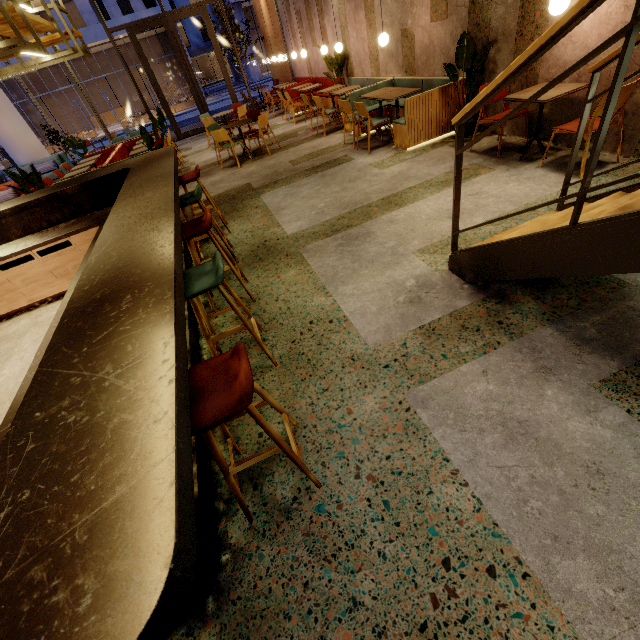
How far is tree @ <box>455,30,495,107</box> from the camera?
4.71m

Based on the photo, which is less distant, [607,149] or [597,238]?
[597,238]

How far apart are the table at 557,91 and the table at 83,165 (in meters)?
9.87

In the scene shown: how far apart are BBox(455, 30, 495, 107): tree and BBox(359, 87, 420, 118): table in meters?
0.6 m

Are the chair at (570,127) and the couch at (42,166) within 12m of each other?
no

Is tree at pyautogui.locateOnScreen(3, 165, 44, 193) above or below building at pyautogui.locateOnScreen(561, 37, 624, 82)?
above

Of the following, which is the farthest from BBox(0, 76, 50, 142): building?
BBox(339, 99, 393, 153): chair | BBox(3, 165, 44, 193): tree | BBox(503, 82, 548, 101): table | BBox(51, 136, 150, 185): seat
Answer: BBox(503, 82, 548, 101): table

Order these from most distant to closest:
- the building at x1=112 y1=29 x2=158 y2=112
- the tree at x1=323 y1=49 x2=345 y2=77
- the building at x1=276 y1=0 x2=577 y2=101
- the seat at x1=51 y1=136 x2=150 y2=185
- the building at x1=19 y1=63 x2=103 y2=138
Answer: the building at x1=19 y1=63 x2=103 y2=138, the building at x1=112 y1=29 x2=158 y2=112, the tree at x1=323 y1=49 x2=345 y2=77, the seat at x1=51 y1=136 x2=150 y2=185, the building at x1=276 y1=0 x2=577 y2=101
